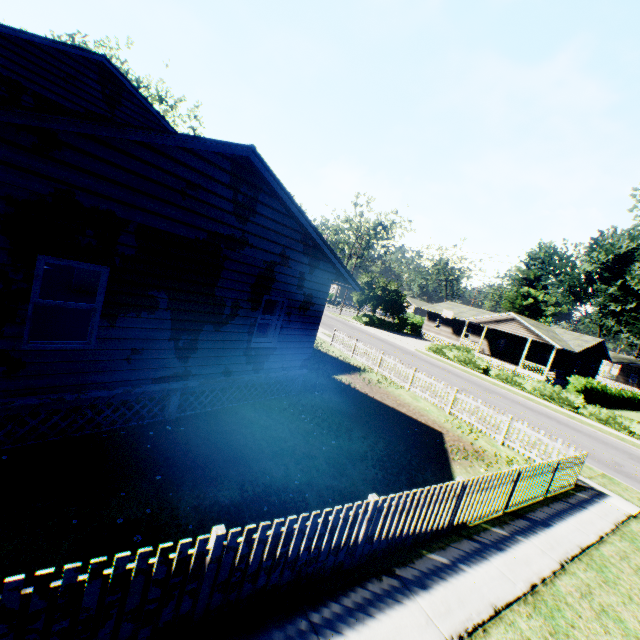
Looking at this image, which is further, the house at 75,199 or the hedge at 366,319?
the hedge at 366,319

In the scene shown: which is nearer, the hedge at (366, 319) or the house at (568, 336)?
the house at (568, 336)

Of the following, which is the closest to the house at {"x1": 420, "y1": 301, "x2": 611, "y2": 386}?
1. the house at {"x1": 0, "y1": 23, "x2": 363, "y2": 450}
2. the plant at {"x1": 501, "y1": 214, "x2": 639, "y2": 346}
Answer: the plant at {"x1": 501, "y1": 214, "x2": 639, "y2": 346}

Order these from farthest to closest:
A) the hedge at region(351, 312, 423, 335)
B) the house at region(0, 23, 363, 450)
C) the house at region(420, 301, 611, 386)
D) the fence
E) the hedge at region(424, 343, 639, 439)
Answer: the hedge at region(351, 312, 423, 335), the house at region(420, 301, 611, 386), the hedge at region(424, 343, 639, 439), the house at region(0, 23, 363, 450), the fence

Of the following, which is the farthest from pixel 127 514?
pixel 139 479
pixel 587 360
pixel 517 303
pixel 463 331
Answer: pixel 517 303

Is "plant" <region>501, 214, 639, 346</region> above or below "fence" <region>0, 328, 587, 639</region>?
above

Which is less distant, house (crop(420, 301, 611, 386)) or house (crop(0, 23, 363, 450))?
house (crop(0, 23, 363, 450))

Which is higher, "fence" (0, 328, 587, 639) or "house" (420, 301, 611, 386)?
"house" (420, 301, 611, 386)
